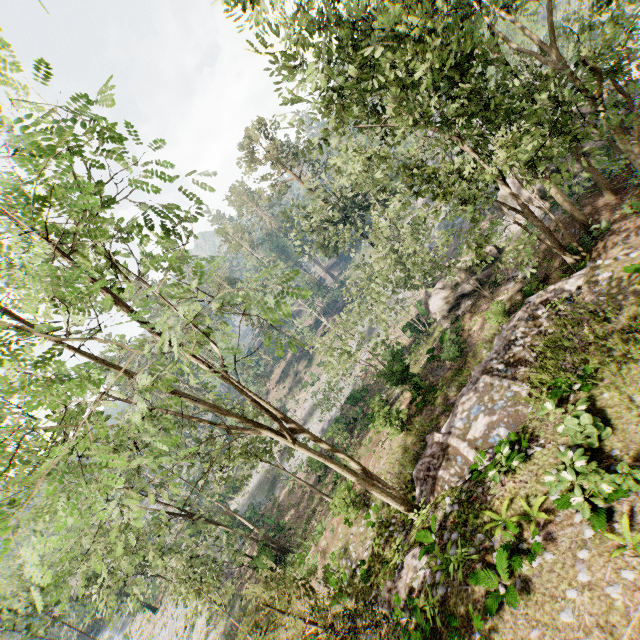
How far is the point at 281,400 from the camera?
58.0m

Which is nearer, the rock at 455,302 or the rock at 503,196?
the rock at 455,302

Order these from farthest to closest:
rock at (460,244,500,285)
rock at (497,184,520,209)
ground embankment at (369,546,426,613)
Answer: rock at (497,184,520,209), rock at (460,244,500,285), ground embankment at (369,546,426,613)

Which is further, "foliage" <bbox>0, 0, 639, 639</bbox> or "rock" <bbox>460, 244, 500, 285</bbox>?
"rock" <bbox>460, 244, 500, 285</bbox>

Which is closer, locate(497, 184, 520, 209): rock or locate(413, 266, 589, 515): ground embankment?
locate(413, 266, 589, 515): ground embankment

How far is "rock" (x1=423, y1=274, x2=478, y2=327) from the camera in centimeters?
2462cm

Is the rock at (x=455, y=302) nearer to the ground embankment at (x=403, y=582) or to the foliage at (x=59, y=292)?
the foliage at (x=59, y=292)

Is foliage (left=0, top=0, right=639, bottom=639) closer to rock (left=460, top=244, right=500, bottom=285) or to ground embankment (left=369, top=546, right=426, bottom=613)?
ground embankment (left=369, top=546, right=426, bottom=613)
